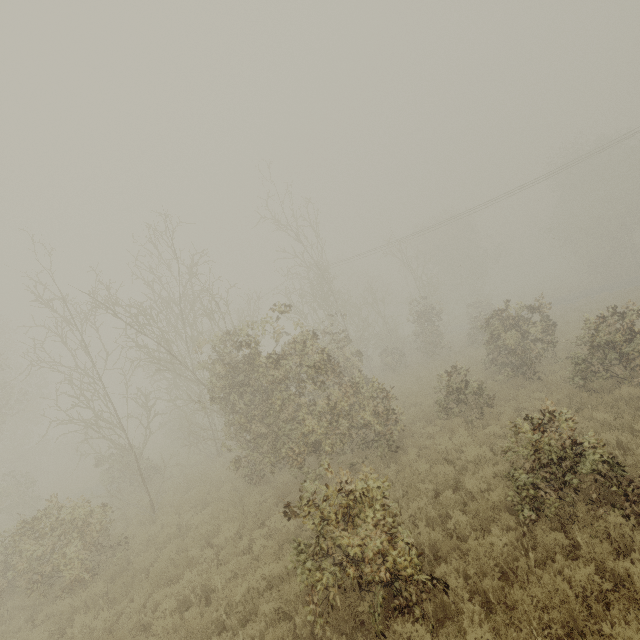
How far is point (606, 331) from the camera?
10.29m

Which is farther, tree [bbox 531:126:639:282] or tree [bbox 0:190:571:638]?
tree [bbox 531:126:639:282]

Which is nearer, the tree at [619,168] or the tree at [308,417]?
the tree at [308,417]
